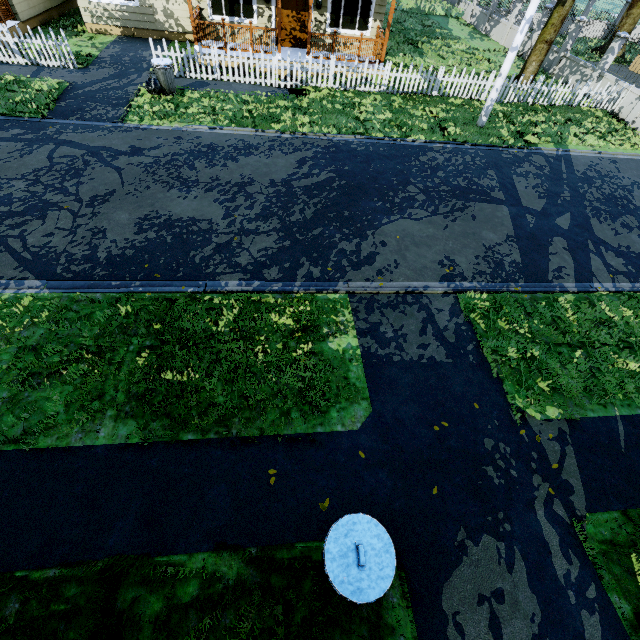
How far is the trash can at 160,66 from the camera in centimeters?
1044cm

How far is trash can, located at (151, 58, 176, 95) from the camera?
10.44m

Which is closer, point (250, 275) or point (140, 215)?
point (250, 275)

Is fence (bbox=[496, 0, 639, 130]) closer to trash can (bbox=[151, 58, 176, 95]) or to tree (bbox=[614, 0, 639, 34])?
tree (bbox=[614, 0, 639, 34])

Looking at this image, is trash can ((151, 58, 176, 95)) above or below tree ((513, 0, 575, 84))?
below

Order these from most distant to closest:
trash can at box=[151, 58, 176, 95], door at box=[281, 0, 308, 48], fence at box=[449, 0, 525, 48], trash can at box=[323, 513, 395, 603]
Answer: fence at box=[449, 0, 525, 48]
door at box=[281, 0, 308, 48]
trash can at box=[151, 58, 176, 95]
trash can at box=[323, 513, 395, 603]

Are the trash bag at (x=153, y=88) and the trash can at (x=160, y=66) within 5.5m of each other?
yes

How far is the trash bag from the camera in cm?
1062
